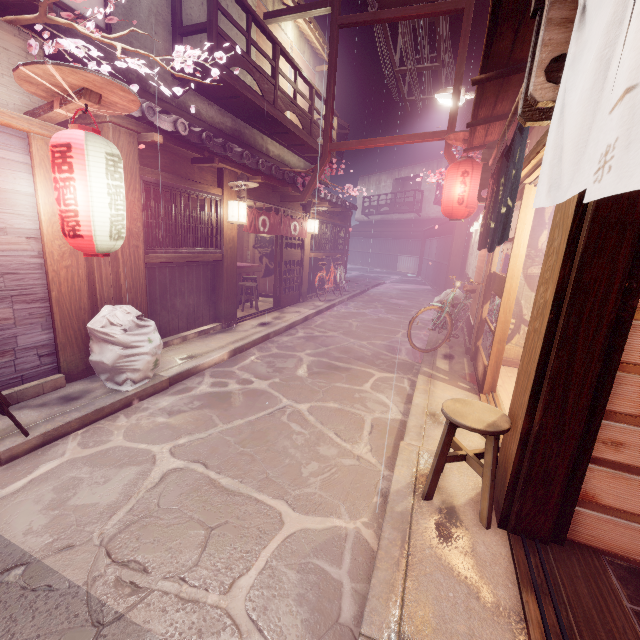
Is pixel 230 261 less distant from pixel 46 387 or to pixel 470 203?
pixel 46 387

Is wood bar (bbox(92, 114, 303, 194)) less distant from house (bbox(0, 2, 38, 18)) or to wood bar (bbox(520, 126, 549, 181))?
house (bbox(0, 2, 38, 18))

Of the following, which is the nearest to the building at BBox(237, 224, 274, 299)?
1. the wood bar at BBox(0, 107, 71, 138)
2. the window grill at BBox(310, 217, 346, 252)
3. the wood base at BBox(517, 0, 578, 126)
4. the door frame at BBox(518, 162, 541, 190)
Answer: the window grill at BBox(310, 217, 346, 252)

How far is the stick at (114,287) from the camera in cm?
Result: 761

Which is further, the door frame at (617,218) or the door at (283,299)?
the door at (283,299)

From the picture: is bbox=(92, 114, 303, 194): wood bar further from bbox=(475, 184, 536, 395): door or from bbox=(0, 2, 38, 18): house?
bbox=(475, 184, 536, 395): door

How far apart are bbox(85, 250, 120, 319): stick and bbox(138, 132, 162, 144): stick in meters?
2.4

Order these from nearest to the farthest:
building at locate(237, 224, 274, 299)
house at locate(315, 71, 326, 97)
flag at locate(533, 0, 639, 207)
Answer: flag at locate(533, 0, 639, 207) → building at locate(237, 224, 274, 299) → house at locate(315, 71, 326, 97)
